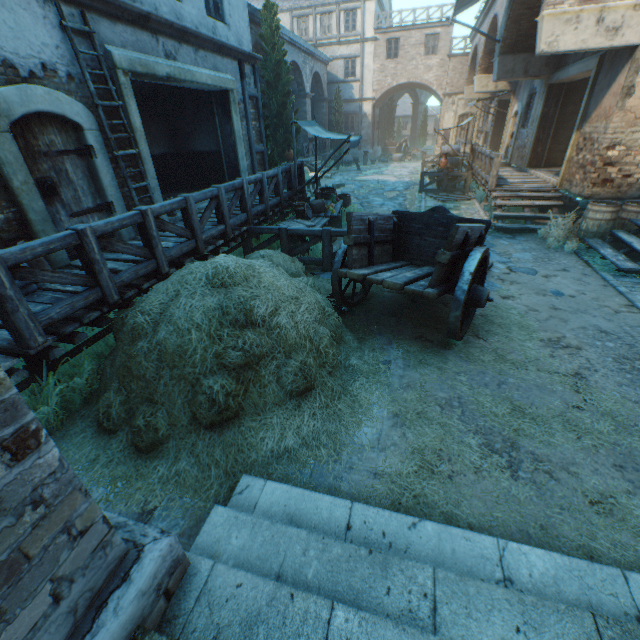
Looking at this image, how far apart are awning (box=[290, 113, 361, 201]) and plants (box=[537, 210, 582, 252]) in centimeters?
554cm

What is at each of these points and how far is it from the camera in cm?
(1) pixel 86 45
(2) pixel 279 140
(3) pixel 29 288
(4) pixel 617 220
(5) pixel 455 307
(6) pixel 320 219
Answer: (1) building, 550
(2) tree, 1608
(3) burlap sack, 450
(4) barrel, 798
(5) cart, 420
(6) table, 869

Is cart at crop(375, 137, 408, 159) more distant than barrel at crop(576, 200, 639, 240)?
Yes

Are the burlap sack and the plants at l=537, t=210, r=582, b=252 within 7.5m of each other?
no

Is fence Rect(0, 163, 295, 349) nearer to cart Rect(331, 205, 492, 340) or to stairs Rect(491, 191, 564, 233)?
cart Rect(331, 205, 492, 340)

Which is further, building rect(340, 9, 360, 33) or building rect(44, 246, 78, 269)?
building rect(340, 9, 360, 33)

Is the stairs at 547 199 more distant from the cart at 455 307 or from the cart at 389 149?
the cart at 389 149

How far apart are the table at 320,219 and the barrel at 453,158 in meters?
9.3 m
